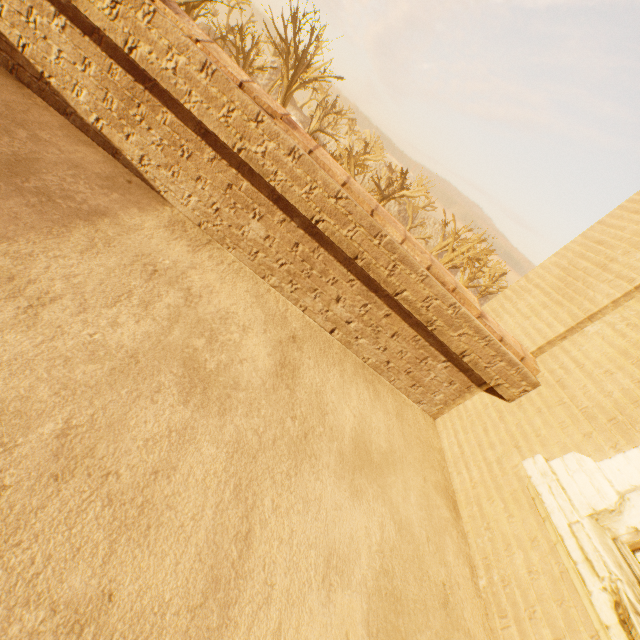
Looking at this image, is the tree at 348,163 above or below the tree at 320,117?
below

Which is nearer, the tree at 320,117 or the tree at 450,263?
the tree at 320,117

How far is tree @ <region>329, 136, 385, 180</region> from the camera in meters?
26.9

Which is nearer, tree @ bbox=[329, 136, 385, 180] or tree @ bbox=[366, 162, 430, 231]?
tree @ bbox=[329, 136, 385, 180]

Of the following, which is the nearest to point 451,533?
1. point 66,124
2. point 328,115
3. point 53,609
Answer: point 53,609

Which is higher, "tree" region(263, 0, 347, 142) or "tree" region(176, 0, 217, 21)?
"tree" region(263, 0, 347, 142)

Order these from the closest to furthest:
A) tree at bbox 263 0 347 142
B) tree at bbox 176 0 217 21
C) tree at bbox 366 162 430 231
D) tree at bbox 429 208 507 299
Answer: tree at bbox 176 0 217 21, tree at bbox 263 0 347 142, tree at bbox 429 208 507 299, tree at bbox 366 162 430 231
